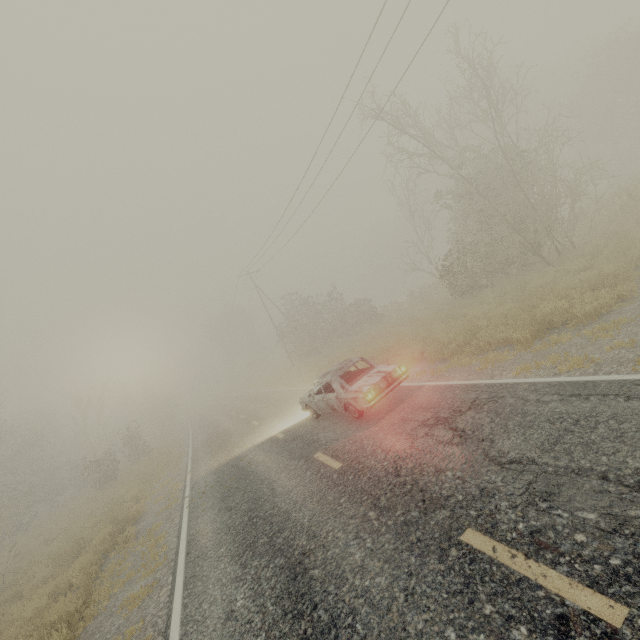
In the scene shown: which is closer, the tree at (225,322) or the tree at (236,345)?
the tree at (236,345)

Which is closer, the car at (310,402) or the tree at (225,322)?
the car at (310,402)

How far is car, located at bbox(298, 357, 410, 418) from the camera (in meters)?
8.35

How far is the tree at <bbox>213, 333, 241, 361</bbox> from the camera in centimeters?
5697cm

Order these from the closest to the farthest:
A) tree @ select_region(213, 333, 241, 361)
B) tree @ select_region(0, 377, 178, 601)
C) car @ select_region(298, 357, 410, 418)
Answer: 1. car @ select_region(298, 357, 410, 418)
2. tree @ select_region(0, 377, 178, 601)
3. tree @ select_region(213, 333, 241, 361)

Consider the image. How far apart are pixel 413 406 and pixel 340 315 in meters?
23.6 m

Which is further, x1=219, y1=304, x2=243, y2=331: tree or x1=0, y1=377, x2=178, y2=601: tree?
x1=219, y1=304, x2=243, y2=331: tree
